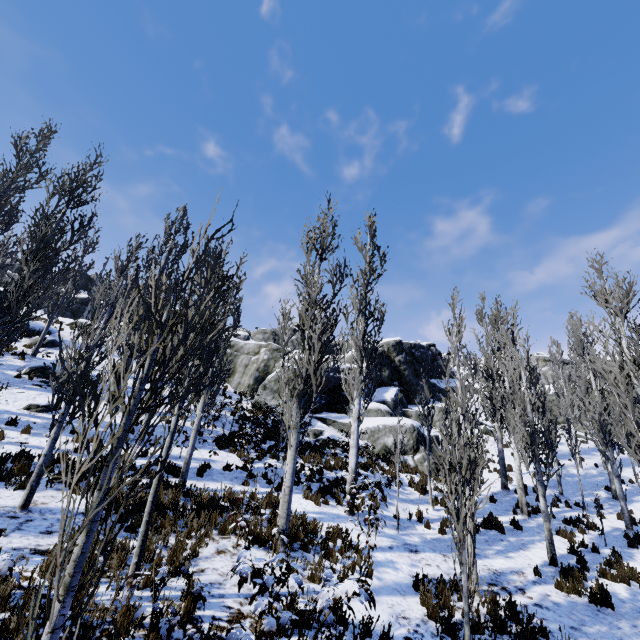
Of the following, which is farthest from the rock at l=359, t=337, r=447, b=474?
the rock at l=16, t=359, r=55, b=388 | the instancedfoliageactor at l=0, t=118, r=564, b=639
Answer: the rock at l=16, t=359, r=55, b=388

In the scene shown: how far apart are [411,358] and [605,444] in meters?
23.4 m

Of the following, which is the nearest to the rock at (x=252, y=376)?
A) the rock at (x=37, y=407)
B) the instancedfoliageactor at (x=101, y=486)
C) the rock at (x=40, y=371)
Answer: the instancedfoliageactor at (x=101, y=486)

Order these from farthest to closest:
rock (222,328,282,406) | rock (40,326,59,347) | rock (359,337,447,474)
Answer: rock (222,328,282,406) → rock (40,326,59,347) → rock (359,337,447,474)

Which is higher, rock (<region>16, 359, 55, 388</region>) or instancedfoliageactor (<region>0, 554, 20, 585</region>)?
rock (<region>16, 359, 55, 388</region>)

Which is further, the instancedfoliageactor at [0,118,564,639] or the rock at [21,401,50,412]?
the rock at [21,401,50,412]

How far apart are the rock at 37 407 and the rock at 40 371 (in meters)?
2.30

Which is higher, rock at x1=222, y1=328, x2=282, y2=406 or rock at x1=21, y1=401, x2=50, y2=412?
rock at x1=222, y1=328, x2=282, y2=406
